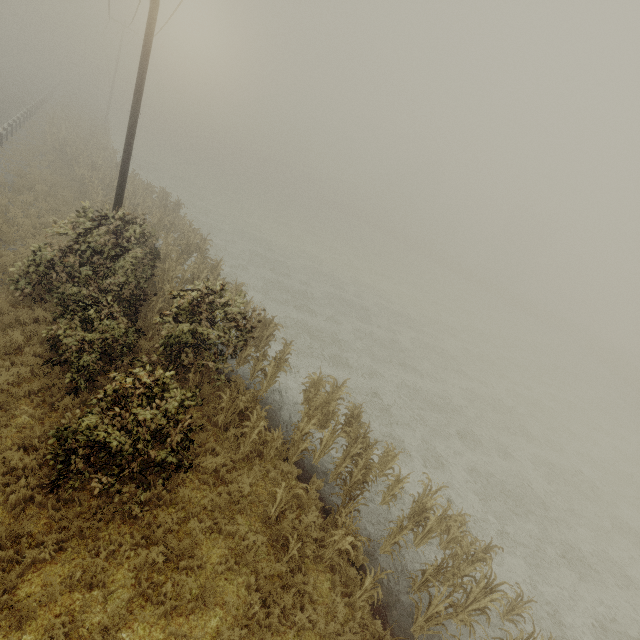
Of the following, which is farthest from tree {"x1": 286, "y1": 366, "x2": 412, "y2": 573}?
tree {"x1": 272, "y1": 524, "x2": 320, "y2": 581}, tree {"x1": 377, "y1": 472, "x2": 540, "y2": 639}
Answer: tree {"x1": 272, "y1": 524, "x2": 320, "y2": 581}

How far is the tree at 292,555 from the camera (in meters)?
6.46

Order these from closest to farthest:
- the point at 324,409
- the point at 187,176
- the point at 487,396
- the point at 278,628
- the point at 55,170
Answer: the point at 278,628, the point at 324,409, the point at 487,396, the point at 55,170, the point at 187,176

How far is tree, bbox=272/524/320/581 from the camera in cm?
646

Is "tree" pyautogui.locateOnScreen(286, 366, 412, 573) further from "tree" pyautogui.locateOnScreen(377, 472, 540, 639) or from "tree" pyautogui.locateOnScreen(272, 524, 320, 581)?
"tree" pyautogui.locateOnScreen(272, 524, 320, 581)

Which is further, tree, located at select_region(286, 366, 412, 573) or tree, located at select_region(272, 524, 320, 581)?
tree, located at select_region(286, 366, 412, 573)

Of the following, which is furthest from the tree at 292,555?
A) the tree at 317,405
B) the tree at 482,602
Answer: the tree at 317,405
